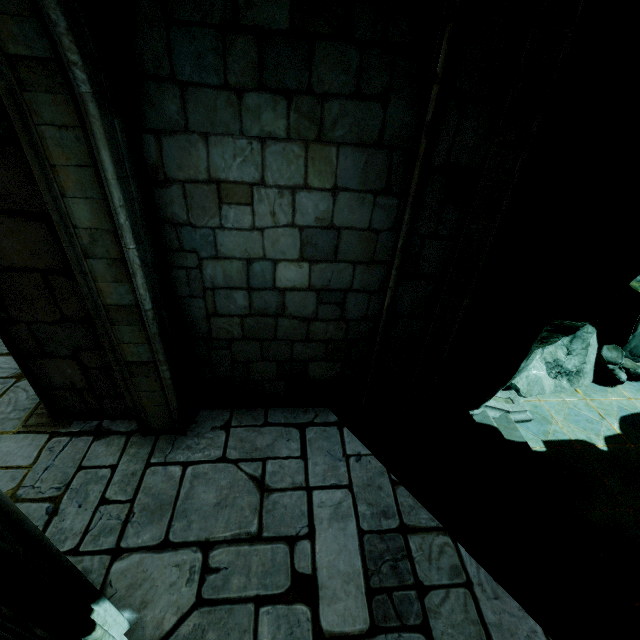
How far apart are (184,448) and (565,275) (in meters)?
5.54

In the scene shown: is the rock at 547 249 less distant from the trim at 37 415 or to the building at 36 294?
the building at 36 294

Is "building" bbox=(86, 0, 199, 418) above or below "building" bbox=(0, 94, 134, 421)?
above

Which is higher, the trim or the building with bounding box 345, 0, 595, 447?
the building with bounding box 345, 0, 595, 447

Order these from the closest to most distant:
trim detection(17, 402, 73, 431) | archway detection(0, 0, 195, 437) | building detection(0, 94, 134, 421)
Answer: archway detection(0, 0, 195, 437) → building detection(0, 94, 134, 421) → trim detection(17, 402, 73, 431)

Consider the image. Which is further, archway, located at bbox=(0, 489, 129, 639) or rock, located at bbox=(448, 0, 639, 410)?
rock, located at bbox=(448, 0, 639, 410)

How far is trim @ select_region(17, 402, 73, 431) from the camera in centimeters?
379cm

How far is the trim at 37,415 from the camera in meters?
3.8
